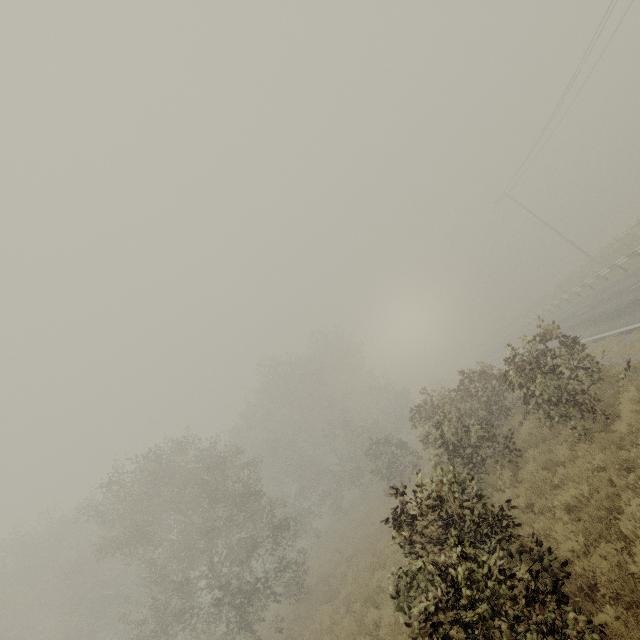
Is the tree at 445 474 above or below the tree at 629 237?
above

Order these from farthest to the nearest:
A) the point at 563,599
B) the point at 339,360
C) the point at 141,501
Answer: the point at 339,360, the point at 141,501, the point at 563,599

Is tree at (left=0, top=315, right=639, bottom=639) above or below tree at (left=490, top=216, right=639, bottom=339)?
above

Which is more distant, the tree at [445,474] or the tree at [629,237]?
the tree at [629,237]

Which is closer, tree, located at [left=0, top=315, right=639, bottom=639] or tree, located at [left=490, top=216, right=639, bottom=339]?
tree, located at [left=0, top=315, right=639, bottom=639]
